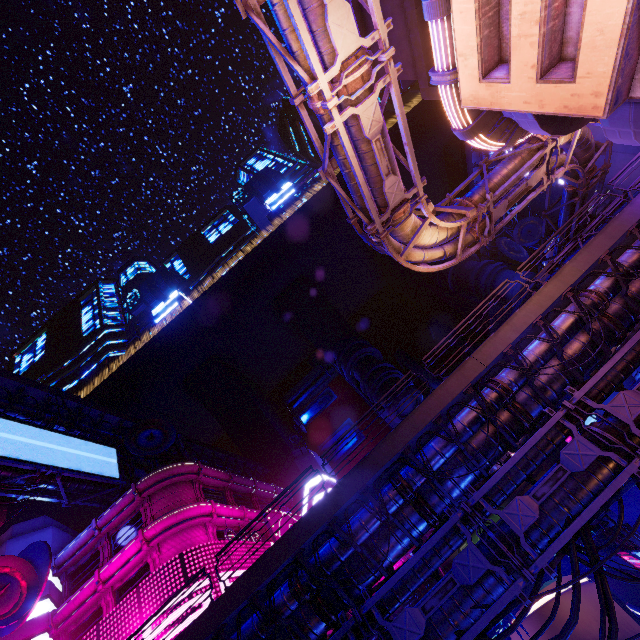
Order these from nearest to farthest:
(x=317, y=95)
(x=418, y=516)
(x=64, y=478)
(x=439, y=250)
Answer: (x=317, y=95) → (x=418, y=516) → (x=439, y=250) → (x=64, y=478)

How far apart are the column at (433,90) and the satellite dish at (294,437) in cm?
5098

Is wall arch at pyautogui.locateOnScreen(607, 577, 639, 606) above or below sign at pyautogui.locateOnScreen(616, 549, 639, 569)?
below

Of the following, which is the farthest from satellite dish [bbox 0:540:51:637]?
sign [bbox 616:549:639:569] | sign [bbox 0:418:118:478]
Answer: sign [bbox 616:549:639:569]

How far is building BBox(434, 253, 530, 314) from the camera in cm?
4976

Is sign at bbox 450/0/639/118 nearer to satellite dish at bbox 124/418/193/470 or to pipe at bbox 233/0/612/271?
pipe at bbox 233/0/612/271

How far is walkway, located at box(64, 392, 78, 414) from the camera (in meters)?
32.84

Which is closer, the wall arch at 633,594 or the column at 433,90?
the column at 433,90
